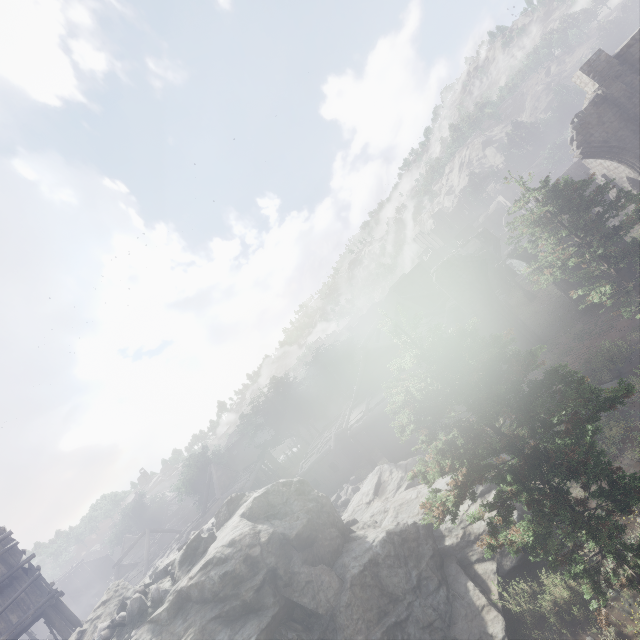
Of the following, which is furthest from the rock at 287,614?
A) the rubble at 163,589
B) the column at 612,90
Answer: the column at 612,90

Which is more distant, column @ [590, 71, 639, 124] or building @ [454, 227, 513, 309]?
building @ [454, 227, 513, 309]

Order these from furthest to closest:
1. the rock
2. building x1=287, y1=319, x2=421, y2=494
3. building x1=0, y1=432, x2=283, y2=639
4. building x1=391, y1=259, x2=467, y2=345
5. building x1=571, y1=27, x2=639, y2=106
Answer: building x1=391, y1=259, x2=467, y2=345
building x1=287, y1=319, x2=421, y2=494
building x1=571, y1=27, x2=639, y2=106
building x1=0, y1=432, x2=283, y2=639
the rock

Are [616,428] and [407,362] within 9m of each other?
no

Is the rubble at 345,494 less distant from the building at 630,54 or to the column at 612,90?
the building at 630,54

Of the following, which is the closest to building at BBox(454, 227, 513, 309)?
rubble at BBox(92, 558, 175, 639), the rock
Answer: the rock

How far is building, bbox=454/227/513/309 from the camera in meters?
38.9 m
